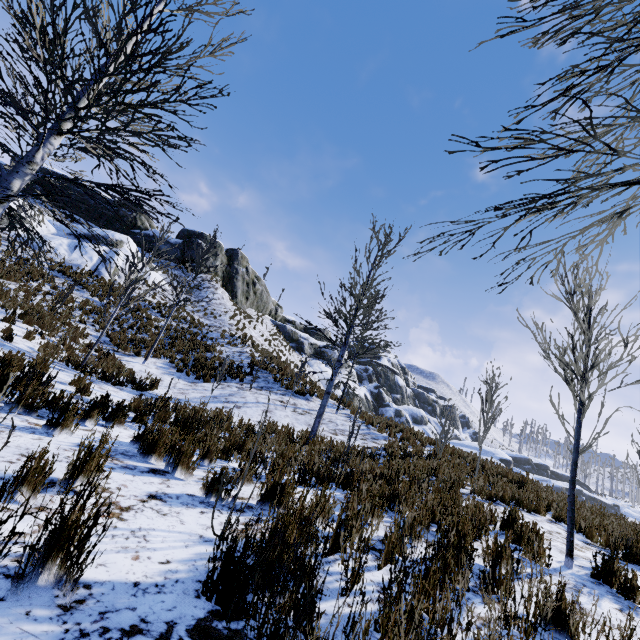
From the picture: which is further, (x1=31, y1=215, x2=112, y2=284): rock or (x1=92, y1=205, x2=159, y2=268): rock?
(x1=92, y1=205, x2=159, y2=268): rock

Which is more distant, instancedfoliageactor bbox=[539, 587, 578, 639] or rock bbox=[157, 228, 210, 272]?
rock bbox=[157, 228, 210, 272]

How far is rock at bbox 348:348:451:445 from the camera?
14.4m

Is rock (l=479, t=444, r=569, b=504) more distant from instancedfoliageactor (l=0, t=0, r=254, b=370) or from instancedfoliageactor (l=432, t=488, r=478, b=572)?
instancedfoliageactor (l=0, t=0, r=254, b=370)

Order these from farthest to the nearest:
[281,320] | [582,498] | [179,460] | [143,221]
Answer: [582,498]
[281,320]
[143,221]
[179,460]

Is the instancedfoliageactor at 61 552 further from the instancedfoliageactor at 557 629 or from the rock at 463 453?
the rock at 463 453

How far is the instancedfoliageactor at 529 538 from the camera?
2.8m

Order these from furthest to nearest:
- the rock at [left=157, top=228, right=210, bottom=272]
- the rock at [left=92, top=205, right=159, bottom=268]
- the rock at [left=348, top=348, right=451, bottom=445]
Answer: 1. the rock at [left=157, top=228, right=210, bottom=272]
2. the rock at [left=92, top=205, right=159, bottom=268]
3. the rock at [left=348, top=348, right=451, bottom=445]
